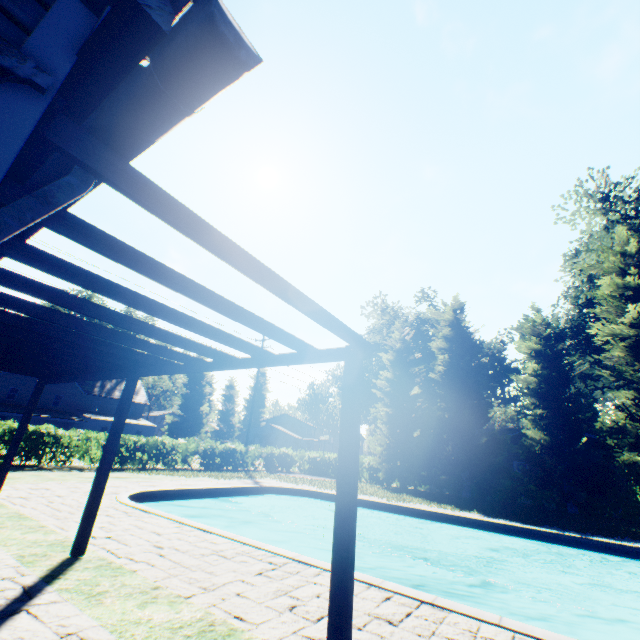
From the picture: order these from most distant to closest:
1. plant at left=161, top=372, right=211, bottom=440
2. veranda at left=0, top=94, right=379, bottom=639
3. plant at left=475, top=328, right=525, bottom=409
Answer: plant at left=161, top=372, right=211, bottom=440
plant at left=475, top=328, right=525, bottom=409
veranda at left=0, top=94, right=379, bottom=639

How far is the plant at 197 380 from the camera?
49.00m

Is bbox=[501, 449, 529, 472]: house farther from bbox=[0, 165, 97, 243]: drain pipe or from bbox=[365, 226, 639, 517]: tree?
bbox=[0, 165, 97, 243]: drain pipe

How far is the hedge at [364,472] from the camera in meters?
25.2

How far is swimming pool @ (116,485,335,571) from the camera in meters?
7.4 m

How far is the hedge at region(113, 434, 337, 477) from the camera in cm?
1883

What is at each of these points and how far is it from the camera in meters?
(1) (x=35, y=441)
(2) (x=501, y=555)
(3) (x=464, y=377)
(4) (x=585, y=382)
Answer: (1) hedge, 15.0 m
(2) swimming pool, 11.9 m
(3) tree, 21.8 m
(4) plant, 32.6 m

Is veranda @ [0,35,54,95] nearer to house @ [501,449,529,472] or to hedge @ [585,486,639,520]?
hedge @ [585,486,639,520]
